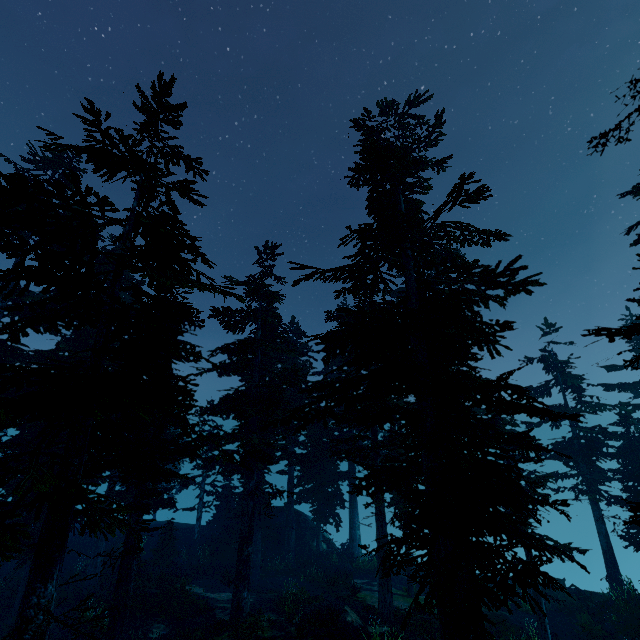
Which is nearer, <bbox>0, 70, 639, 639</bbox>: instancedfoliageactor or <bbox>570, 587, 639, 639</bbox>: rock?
<bbox>0, 70, 639, 639</bbox>: instancedfoliageactor

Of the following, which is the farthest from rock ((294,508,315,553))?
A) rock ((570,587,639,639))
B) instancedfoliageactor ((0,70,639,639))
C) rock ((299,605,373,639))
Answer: rock ((570,587,639,639))

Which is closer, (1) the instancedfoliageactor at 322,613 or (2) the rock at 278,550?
(1) the instancedfoliageactor at 322,613

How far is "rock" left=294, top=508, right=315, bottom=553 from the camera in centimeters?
2698cm

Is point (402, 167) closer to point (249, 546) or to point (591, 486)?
point (249, 546)

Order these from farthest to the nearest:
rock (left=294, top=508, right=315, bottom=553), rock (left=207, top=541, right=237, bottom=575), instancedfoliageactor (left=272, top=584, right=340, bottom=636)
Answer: rock (left=294, top=508, right=315, bottom=553) < rock (left=207, top=541, right=237, bottom=575) < instancedfoliageactor (left=272, top=584, right=340, bottom=636)

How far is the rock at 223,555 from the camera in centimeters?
2348cm
